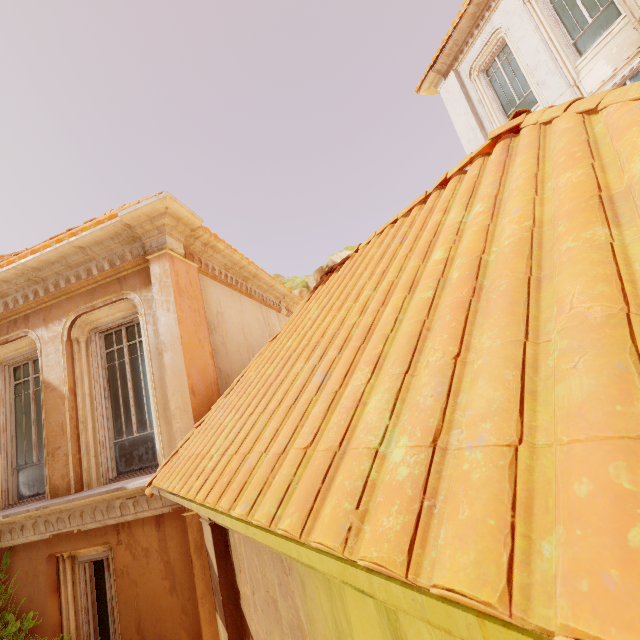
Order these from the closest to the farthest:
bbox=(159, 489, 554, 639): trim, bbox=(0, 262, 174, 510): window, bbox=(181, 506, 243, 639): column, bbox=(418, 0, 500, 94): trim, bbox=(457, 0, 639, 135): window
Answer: bbox=(159, 489, 554, 639): trim < bbox=(181, 506, 243, 639): column < bbox=(0, 262, 174, 510): window < bbox=(457, 0, 639, 135): window < bbox=(418, 0, 500, 94): trim

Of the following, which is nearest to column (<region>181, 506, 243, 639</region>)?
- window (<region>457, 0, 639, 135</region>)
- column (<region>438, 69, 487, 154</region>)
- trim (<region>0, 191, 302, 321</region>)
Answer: trim (<region>0, 191, 302, 321</region>)

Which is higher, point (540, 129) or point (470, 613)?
point (540, 129)

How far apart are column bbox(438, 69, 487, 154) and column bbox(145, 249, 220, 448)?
9.74m

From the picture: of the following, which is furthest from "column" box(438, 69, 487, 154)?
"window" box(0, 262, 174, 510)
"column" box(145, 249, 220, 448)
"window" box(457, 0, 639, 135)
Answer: "window" box(0, 262, 174, 510)

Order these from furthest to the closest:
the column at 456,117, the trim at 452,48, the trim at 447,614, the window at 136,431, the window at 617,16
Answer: the column at 456,117 → the trim at 452,48 → the window at 617,16 → the window at 136,431 → the trim at 447,614

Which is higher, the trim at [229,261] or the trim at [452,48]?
the trim at [452,48]

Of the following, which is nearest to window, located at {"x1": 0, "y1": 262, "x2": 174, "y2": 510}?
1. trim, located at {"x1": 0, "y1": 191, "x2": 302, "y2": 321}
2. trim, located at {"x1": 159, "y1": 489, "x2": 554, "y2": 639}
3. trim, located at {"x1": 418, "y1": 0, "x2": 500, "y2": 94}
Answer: trim, located at {"x1": 0, "y1": 191, "x2": 302, "y2": 321}
